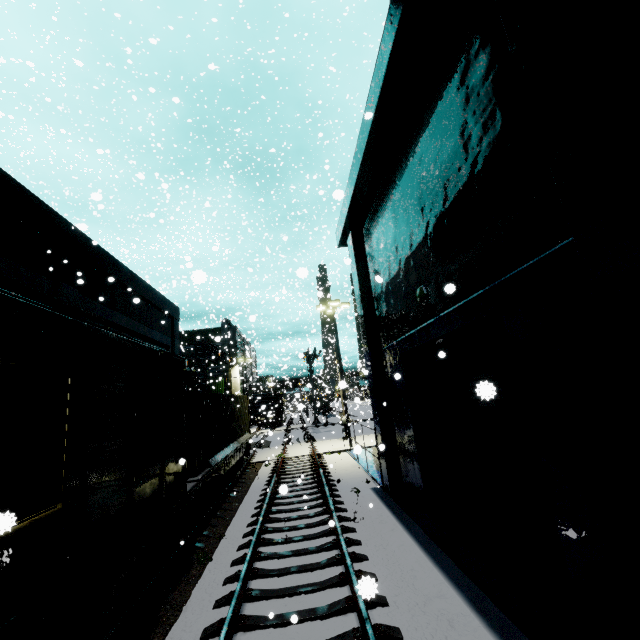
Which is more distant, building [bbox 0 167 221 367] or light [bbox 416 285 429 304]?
building [bbox 0 167 221 367]

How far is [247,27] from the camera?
14.4m

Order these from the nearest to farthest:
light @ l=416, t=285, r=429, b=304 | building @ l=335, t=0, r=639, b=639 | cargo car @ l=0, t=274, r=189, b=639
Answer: building @ l=335, t=0, r=639, b=639 < cargo car @ l=0, t=274, r=189, b=639 < light @ l=416, t=285, r=429, b=304

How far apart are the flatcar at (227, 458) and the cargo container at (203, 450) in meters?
0.0 m

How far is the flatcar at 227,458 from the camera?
9.0m

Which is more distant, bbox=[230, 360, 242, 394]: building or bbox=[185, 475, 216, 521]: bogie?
bbox=[230, 360, 242, 394]: building

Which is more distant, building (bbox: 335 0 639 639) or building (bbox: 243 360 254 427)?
building (bbox: 243 360 254 427)
